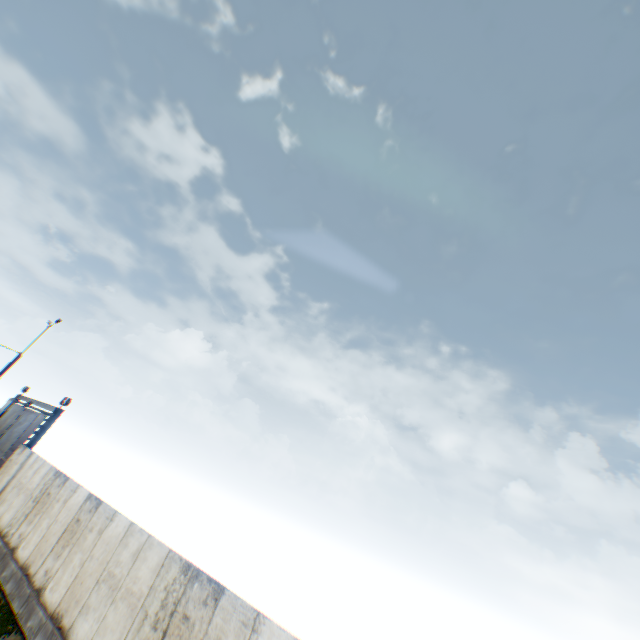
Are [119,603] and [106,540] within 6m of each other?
yes
